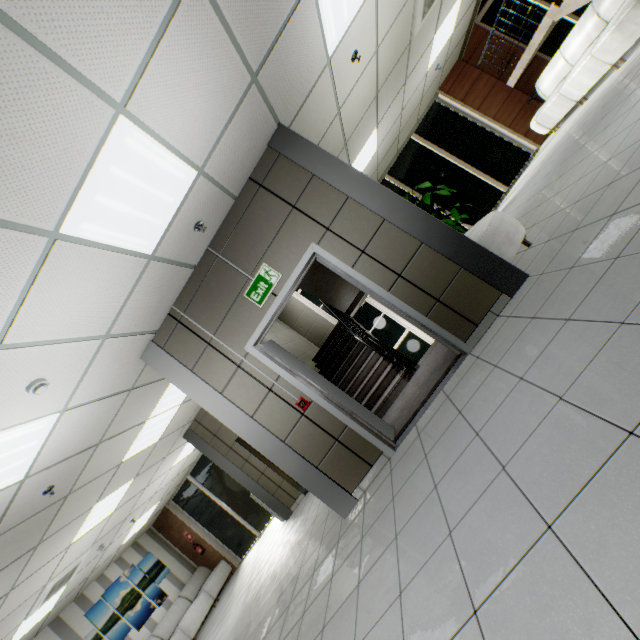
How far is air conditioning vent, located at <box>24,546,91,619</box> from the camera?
6.21m

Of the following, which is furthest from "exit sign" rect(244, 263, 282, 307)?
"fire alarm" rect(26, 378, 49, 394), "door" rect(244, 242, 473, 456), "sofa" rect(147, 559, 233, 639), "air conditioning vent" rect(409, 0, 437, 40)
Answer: "sofa" rect(147, 559, 233, 639)

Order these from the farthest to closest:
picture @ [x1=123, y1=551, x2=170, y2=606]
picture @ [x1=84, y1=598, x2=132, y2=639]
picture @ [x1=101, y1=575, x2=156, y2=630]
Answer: picture @ [x1=123, y1=551, x2=170, y2=606] → picture @ [x1=101, y1=575, x2=156, y2=630] → picture @ [x1=84, y1=598, x2=132, y2=639]

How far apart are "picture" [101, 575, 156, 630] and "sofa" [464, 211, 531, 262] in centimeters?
1203cm

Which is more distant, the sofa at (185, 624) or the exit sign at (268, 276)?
the sofa at (185, 624)

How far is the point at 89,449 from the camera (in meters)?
4.53

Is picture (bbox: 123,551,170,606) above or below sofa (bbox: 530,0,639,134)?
above

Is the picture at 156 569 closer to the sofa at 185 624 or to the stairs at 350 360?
the sofa at 185 624
